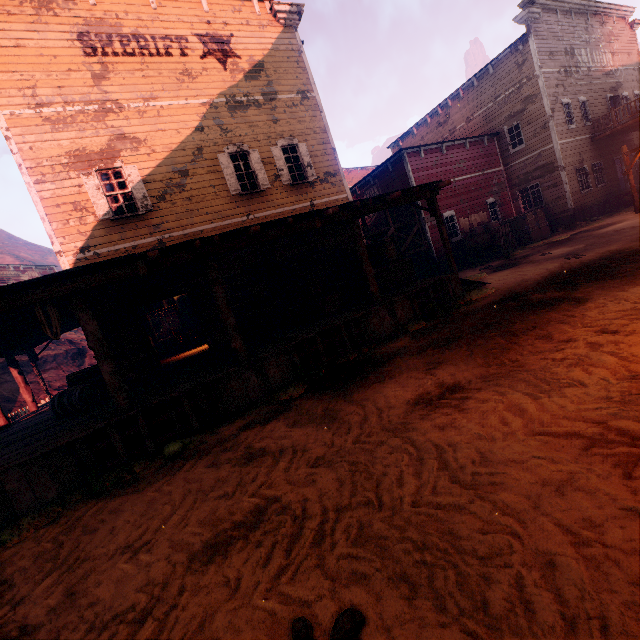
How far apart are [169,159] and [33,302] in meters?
6.8 m

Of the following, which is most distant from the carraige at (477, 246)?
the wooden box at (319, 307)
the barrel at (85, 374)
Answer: the barrel at (85, 374)

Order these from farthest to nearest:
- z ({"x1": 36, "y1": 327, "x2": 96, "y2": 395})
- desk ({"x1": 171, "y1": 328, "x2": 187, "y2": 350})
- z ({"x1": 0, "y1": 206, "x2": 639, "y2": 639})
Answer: z ({"x1": 36, "y1": 327, "x2": 96, "y2": 395})
desk ({"x1": 171, "y1": 328, "x2": 187, "y2": 350})
z ({"x1": 0, "y1": 206, "x2": 639, "y2": 639})

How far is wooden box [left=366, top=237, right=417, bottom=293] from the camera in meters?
11.0

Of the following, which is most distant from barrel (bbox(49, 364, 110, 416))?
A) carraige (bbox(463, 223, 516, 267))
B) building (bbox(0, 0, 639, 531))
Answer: carraige (bbox(463, 223, 516, 267))

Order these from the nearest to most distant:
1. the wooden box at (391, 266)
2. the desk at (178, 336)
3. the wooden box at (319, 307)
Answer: the wooden box at (319, 307) < the wooden box at (391, 266) < the desk at (178, 336)

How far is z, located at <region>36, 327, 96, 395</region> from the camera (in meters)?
19.08

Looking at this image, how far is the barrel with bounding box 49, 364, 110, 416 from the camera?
8.1m
